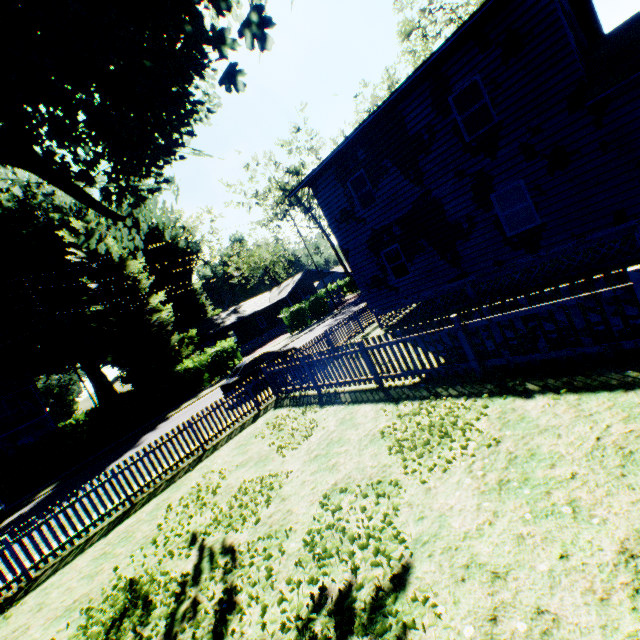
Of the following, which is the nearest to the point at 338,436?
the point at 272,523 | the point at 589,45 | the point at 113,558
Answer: the point at 272,523

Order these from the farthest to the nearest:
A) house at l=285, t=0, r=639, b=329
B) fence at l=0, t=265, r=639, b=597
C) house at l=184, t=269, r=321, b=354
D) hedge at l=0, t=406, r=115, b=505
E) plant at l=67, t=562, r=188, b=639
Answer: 1. house at l=184, t=269, r=321, b=354
2. hedge at l=0, t=406, r=115, b=505
3. house at l=285, t=0, r=639, b=329
4. fence at l=0, t=265, r=639, b=597
5. plant at l=67, t=562, r=188, b=639

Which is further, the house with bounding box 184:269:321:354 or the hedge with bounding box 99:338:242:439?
the house with bounding box 184:269:321:354

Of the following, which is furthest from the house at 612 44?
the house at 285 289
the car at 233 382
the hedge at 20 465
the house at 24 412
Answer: the house at 24 412

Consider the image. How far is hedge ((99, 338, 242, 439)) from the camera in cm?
2345

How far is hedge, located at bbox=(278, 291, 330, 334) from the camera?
35.22m

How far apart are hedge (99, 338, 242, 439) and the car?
11.1m

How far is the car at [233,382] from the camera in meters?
15.8
